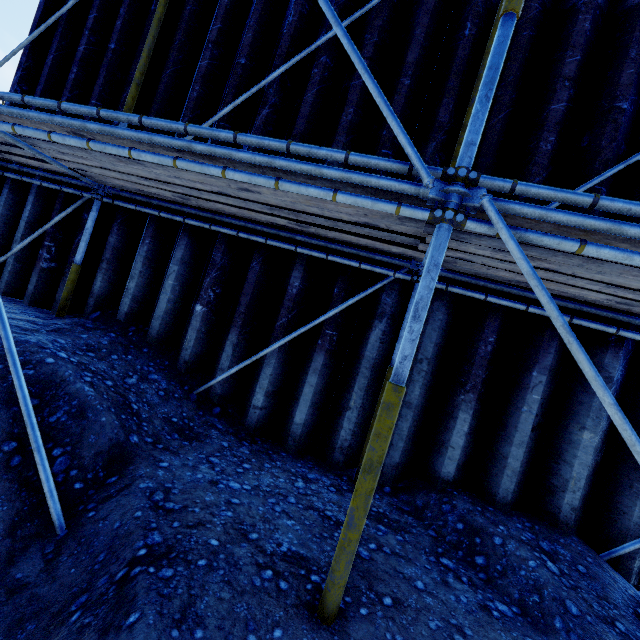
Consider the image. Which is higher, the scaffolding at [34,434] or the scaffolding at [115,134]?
the scaffolding at [115,134]

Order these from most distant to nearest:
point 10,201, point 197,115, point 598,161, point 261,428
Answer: point 10,201
point 197,115
point 261,428
point 598,161

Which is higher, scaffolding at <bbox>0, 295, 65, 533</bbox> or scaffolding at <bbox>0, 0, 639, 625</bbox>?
scaffolding at <bbox>0, 0, 639, 625</bbox>
